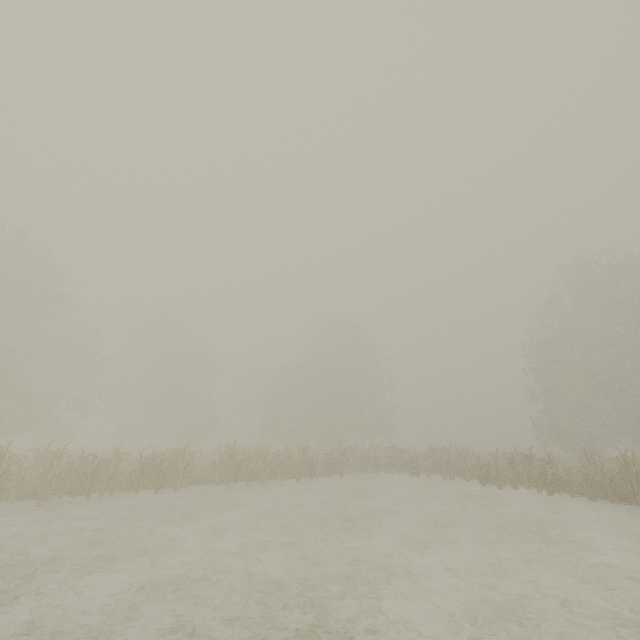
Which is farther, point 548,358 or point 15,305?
point 548,358
